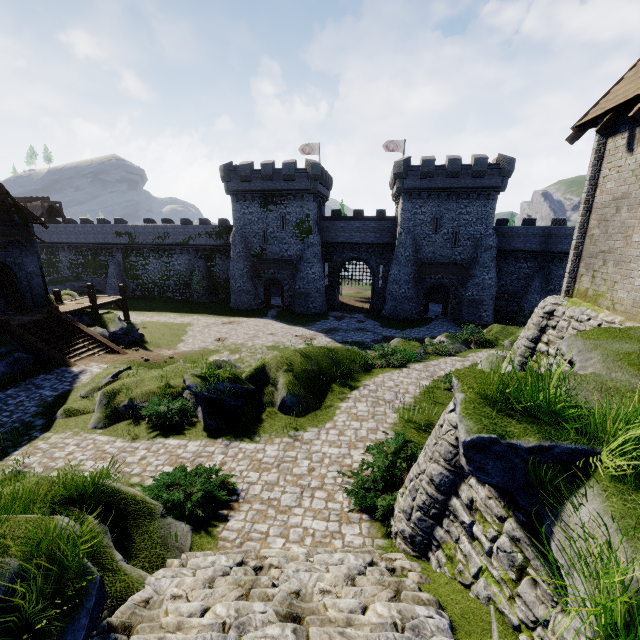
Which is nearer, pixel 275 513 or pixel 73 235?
pixel 275 513

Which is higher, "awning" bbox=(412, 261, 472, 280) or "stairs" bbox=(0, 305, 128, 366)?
"awning" bbox=(412, 261, 472, 280)

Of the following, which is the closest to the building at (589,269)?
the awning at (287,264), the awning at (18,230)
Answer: the awning at (18,230)

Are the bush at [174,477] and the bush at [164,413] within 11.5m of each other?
yes

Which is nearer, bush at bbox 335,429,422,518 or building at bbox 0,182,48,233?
bush at bbox 335,429,422,518

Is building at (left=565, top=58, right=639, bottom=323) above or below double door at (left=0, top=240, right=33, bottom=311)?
above

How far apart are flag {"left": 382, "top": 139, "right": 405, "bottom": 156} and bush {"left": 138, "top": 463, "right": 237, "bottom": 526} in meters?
42.6 m

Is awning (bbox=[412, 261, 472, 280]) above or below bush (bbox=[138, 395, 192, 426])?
above
